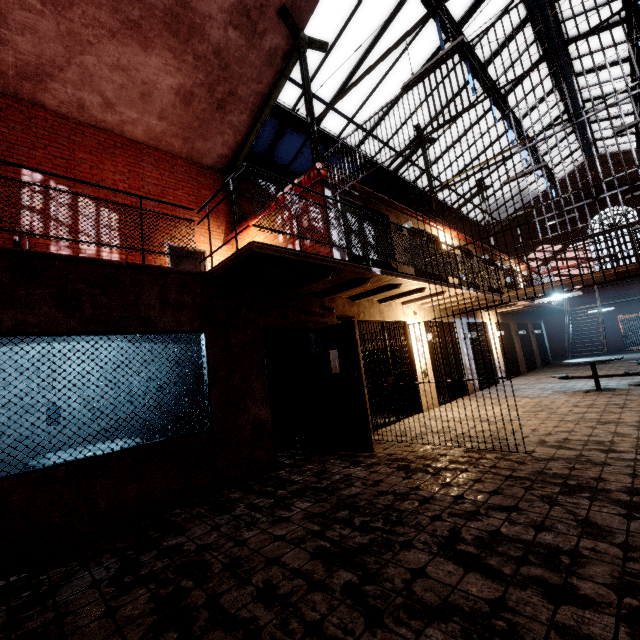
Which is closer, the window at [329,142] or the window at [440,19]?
the window at [440,19]

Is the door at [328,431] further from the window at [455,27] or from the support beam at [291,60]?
the window at [455,27]

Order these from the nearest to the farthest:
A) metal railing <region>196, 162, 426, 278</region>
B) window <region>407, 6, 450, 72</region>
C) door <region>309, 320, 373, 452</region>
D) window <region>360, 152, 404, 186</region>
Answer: metal railing <region>196, 162, 426, 278</region> → door <region>309, 320, 373, 452</region> → window <region>407, 6, 450, 72</region> → window <region>360, 152, 404, 186</region>

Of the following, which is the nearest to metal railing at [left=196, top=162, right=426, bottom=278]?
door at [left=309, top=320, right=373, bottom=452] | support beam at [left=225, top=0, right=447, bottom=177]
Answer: door at [left=309, top=320, right=373, bottom=452]

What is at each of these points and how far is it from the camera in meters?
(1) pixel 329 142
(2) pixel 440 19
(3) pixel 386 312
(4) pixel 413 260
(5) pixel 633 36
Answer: (1) window, 10.8 m
(2) window, 8.6 m
(3) building, 7.9 m
(4) metal railing, 6.3 m
(5) window, 10.0 m

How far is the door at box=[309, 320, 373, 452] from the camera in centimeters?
527cm

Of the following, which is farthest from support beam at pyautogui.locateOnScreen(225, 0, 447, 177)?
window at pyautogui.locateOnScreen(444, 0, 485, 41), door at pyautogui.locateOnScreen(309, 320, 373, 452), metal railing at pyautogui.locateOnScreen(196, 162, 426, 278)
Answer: door at pyautogui.locateOnScreen(309, 320, 373, 452)

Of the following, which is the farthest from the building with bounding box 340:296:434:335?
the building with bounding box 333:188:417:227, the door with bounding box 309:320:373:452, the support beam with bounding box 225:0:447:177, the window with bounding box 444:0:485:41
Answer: the window with bounding box 444:0:485:41
